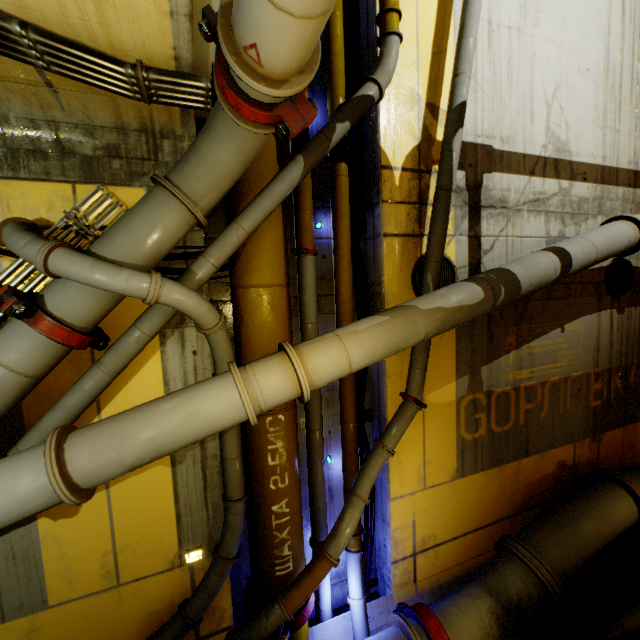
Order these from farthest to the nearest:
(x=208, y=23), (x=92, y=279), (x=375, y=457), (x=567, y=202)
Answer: (x=567, y=202) < (x=375, y=457) < (x=92, y=279) < (x=208, y=23)

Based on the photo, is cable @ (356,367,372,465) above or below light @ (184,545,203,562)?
above

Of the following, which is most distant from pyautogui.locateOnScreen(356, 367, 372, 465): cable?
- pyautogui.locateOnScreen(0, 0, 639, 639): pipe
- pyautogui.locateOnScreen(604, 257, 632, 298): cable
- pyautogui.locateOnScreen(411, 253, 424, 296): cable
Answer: pyautogui.locateOnScreen(604, 257, 632, 298): cable

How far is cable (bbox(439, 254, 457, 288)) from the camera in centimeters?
495cm

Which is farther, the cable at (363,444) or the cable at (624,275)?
the cable at (624,275)

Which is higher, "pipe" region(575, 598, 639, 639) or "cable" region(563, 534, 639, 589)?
"pipe" region(575, 598, 639, 639)

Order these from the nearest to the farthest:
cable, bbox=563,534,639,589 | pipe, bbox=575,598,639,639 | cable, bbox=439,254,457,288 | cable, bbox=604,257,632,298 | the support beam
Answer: the support beam → pipe, bbox=575,598,639,639 → cable, bbox=439,254,457,288 → cable, bbox=563,534,639,589 → cable, bbox=604,257,632,298

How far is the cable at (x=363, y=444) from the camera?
5.0 meters
